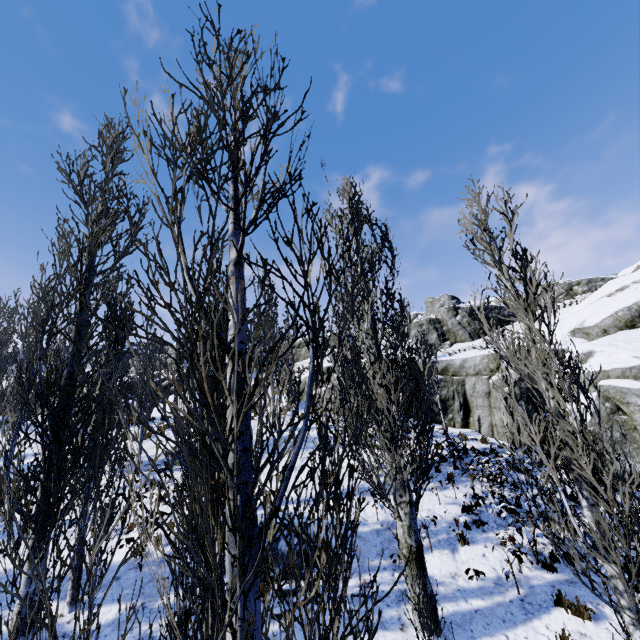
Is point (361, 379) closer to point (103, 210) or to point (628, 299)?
point (103, 210)

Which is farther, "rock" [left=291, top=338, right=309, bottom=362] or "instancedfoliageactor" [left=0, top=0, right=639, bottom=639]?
"rock" [left=291, top=338, right=309, bottom=362]

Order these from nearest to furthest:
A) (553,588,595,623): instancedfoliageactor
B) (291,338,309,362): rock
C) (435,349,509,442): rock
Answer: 1. (553,588,595,623): instancedfoliageactor
2. (435,349,509,442): rock
3. (291,338,309,362): rock

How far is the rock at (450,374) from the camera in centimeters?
1700cm

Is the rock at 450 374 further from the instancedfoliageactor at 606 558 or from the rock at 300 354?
the rock at 300 354

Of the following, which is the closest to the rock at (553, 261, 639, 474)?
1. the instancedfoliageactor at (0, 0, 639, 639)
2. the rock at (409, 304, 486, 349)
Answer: the instancedfoliageactor at (0, 0, 639, 639)

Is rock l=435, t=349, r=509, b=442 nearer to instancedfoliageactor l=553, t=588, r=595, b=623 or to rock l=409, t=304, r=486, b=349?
instancedfoliageactor l=553, t=588, r=595, b=623
